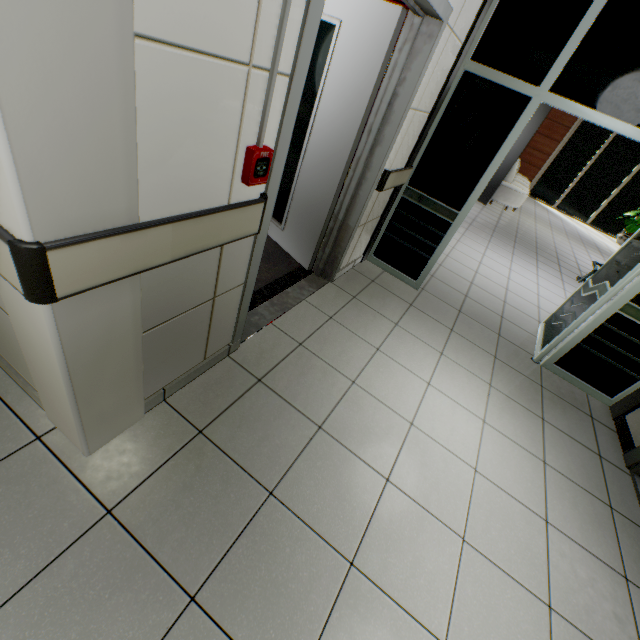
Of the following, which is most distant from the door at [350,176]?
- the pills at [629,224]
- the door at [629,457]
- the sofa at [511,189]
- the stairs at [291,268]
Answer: the pills at [629,224]

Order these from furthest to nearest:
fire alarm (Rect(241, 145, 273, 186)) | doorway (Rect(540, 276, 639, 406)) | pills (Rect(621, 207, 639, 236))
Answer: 1. pills (Rect(621, 207, 639, 236))
2. doorway (Rect(540, 276, 639, 406))
3. fire alarm (Rect(241, 145, 273, 186))

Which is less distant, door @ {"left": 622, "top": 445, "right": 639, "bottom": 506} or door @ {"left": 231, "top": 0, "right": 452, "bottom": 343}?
door @ {"left": 231, "top": 0, "right": 452, "bottom": 343}

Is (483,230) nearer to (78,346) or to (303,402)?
(303,402)

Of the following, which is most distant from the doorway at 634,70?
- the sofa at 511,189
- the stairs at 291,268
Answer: the sofa at 511,189

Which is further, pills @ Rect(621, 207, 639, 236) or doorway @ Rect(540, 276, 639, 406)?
pills @ Rect(621, 207, 639, 236)

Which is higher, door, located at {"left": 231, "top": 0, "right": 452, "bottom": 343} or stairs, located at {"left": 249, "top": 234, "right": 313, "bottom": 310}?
door, located at {"left": 231, "top": 0, "right": 452, "bottom": 343}
